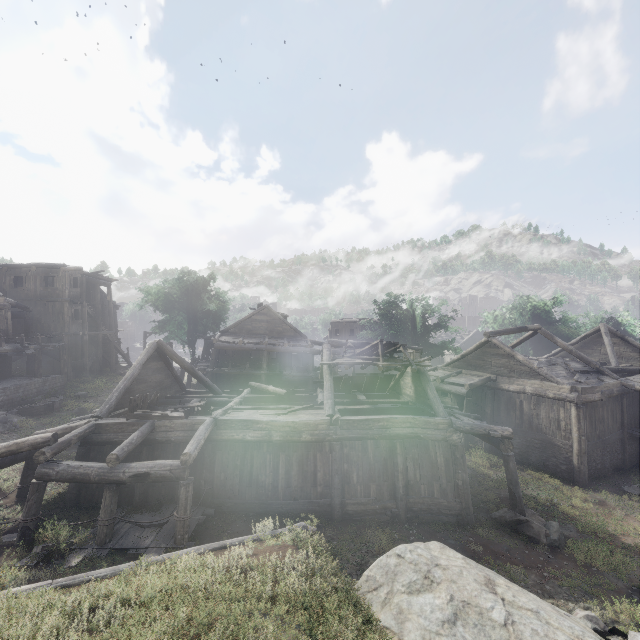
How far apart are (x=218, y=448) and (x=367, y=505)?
6.0m

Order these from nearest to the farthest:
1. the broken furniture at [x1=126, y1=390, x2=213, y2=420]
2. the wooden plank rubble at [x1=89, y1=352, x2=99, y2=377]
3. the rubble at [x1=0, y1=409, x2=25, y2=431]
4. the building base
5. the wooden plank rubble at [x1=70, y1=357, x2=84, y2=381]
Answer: the broken furniture at [x1=126, y1=390, x2=213, y2=420] → the rubble at [x1=0, y1=409, x2=25, y2=431] → the building base → the wooden plank rubble at [x1=70, y1=357, x2=84, y2=381] → the wooden plank rubble at [x1=89, y1=352, x2=99, y2=377]

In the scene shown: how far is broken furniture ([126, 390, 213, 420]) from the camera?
12.27m

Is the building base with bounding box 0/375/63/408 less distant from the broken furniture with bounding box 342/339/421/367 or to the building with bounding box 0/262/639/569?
the building with bounding box 0/262/639/569

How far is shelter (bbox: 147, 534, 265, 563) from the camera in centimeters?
527cm

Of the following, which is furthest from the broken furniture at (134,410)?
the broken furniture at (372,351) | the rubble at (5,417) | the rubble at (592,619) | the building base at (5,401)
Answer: the rubble at (592,619)

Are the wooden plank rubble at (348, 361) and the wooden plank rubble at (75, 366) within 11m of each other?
no
